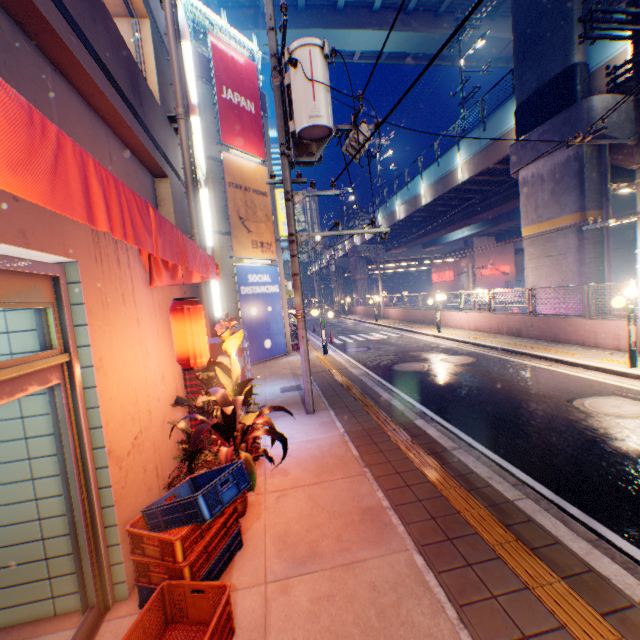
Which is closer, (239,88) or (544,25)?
(544,25)

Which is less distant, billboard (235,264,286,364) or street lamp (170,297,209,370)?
street lamp (170,297,209,370)

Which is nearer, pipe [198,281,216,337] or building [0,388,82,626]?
building [0,388,82,626]

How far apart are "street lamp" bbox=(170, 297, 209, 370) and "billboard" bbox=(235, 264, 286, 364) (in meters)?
9.08

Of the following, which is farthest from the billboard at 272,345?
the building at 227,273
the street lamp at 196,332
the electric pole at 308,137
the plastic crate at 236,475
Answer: the plastic crate at 236,475

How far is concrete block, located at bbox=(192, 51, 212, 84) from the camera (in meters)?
12.62

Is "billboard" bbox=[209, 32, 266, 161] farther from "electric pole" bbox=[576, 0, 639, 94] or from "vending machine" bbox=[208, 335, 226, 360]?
"electric pole" bbox=[576, 0, 639, 94]

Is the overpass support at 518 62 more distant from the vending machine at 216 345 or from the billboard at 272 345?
the vending machine at 216 345
